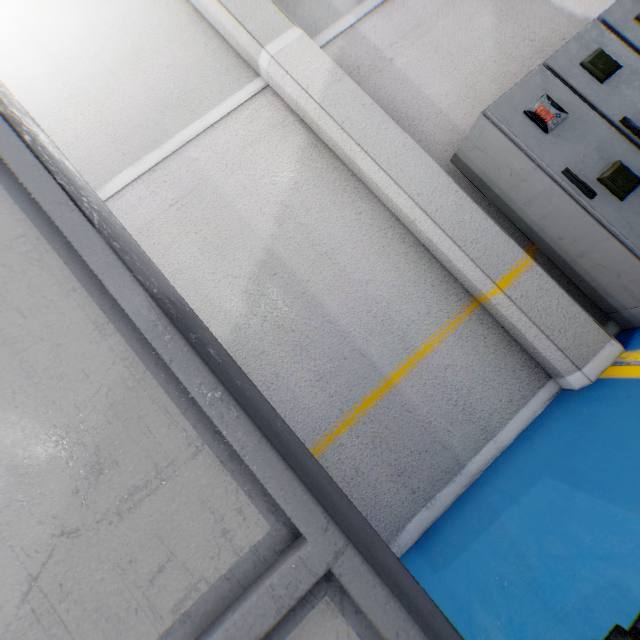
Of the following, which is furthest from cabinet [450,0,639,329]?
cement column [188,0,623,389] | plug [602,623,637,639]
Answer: plug [602,623,637,639]

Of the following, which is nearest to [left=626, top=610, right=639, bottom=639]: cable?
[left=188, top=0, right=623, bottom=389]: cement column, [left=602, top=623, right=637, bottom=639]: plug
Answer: [left=602, top=623, right=637, bottom=639]: plug

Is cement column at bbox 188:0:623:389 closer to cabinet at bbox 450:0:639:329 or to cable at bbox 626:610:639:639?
cabinet at bbox 450:0:639:329

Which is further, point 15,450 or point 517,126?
point 517,126

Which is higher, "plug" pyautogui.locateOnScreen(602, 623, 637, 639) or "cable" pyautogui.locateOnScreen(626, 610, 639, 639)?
"plug" pyautogui.locateOnScreen(602, 623, 637, 639)

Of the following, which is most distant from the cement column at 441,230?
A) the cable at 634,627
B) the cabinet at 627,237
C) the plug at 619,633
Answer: the plug at 619,633

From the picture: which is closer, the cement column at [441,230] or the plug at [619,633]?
the plug at [619,633]

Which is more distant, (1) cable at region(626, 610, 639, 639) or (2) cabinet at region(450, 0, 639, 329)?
(2) cabinet at region(450, 0, 639, 329)
